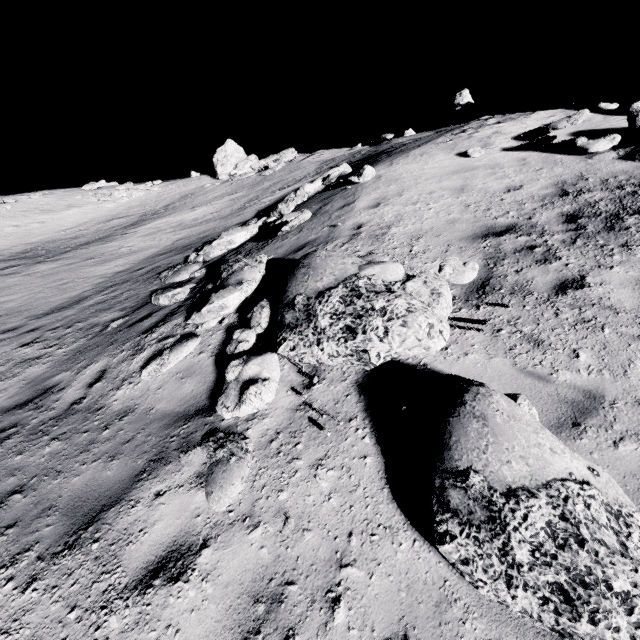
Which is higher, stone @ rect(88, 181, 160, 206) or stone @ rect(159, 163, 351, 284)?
stone @ rect(88, 181, 160, 206)

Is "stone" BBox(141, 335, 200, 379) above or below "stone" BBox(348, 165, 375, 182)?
below

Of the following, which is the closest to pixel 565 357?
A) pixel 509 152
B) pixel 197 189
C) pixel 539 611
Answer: pixel 539 611

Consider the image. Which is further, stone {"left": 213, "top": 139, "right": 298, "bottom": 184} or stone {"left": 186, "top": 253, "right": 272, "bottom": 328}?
stone {"left": 213, "top": 139, "right": 298, "bottom": 184}

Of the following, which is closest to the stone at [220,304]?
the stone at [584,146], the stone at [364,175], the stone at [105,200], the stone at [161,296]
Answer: the stone at [161,296]

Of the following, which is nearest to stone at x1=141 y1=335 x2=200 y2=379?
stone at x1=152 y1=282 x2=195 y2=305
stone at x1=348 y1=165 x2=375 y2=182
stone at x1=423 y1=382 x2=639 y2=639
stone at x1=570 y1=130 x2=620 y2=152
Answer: stone at x1=152 y1=282 x2=195 y2=305

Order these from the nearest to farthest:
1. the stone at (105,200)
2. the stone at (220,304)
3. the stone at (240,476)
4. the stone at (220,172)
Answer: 1. the stone at (240,476)
2. the stone at (220,304)
3. the stone at (220,172)
4. the stone at (105,200)

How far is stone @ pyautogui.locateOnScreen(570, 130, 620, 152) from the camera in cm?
820
